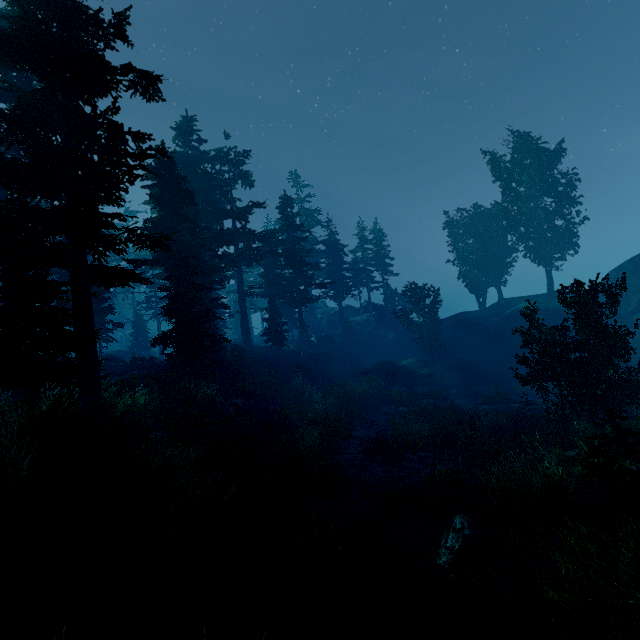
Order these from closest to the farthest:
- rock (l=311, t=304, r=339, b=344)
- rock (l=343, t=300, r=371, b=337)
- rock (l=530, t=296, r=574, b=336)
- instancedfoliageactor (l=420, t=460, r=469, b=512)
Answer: instancedfoliageactor (l=420, t=460, r=469, b=512) < rock (l=530, t=296, r=574, b=336) < rock (l=311, t=304, r=339, b=344) < rock (l=343, t=300, r=371, b=337)

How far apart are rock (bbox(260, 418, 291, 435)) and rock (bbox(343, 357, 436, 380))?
16.9m

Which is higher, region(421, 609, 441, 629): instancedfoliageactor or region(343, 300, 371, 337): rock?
region(343, 300, 371, 337): rock

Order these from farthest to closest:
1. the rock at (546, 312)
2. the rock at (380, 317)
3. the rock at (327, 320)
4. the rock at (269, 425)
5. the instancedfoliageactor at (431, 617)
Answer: the rock at (380, 317)
the rock at (327, 320)
the rock at (546, 312)
the rock at (269, 425)
the instancedfoliageactor at (431, 617)

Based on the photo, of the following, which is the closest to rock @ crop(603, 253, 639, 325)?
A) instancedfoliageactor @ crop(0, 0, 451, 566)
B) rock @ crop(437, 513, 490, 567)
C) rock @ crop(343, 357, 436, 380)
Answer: instancedfoliageactor @ crop(0, 0, 451, 566)

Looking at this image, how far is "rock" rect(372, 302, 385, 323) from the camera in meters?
52.2 m

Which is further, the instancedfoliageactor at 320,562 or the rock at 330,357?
the rock at 330,357

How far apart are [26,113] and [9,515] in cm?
1289
